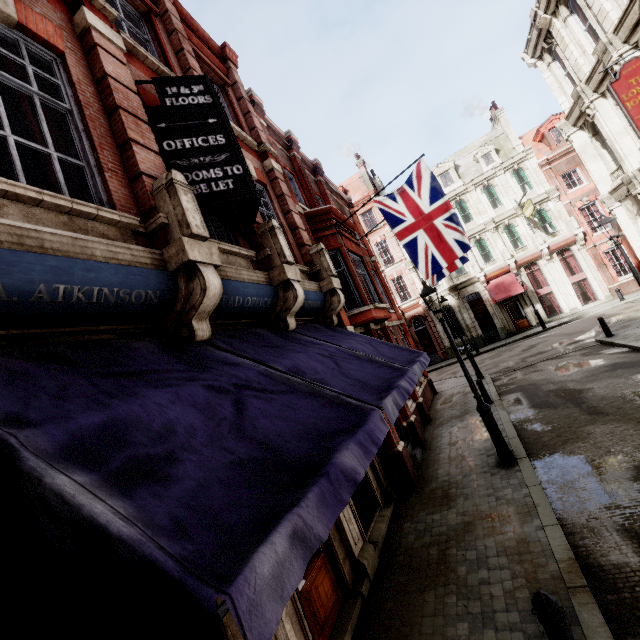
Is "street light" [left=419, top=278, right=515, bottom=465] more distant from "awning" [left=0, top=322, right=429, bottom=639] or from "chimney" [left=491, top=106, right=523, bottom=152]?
"chimney" [left=491, top=106, right=523, bottom=152]

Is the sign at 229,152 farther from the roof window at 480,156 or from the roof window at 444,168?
the roof window at 480,156

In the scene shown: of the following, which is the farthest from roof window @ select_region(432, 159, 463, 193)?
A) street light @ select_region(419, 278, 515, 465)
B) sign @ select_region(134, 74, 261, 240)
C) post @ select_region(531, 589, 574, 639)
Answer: post @ select_region(531, 589, 574, 639)

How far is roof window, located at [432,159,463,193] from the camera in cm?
3031

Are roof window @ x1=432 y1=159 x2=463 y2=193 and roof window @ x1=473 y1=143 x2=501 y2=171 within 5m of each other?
yes

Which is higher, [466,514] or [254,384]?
[254,384]

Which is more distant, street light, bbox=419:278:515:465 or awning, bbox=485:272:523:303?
awning, bbox=485:272:523:303

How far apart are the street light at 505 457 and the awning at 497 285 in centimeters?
2115cm
